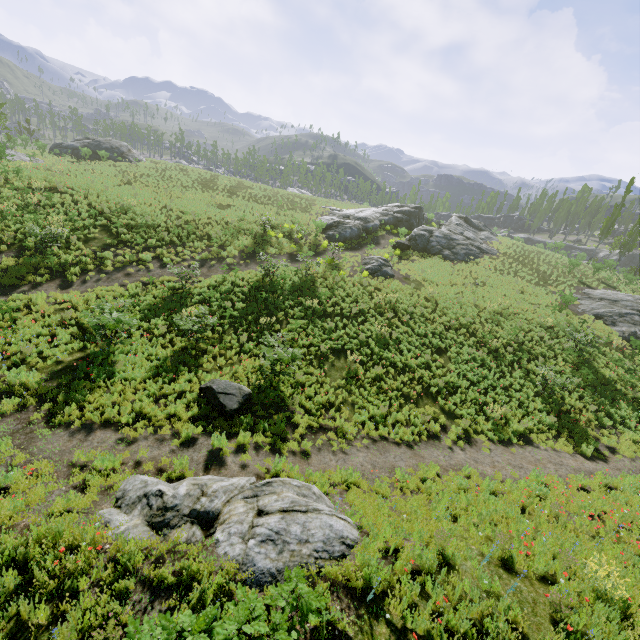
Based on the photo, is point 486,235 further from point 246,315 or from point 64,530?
point 64,530

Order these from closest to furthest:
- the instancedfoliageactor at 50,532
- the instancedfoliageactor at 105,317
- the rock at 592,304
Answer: the instancedfoliageactor at 50,532
the instancedfoliageactor at 105,317
the rock at 592,304

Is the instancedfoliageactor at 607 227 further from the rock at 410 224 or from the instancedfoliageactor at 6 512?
the rock at 410 224

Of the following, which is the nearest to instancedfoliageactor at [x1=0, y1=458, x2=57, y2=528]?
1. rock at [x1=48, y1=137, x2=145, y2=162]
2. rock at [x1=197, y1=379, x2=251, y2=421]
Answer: rock at [x1=197, y1=379, x2=251, y2=421]

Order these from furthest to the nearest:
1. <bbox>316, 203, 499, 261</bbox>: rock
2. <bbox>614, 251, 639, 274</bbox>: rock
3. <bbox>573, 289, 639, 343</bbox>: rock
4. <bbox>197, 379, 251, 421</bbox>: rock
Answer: <bbox>614, 251, 639, 274</bbox>: rock
<bbox>316, 203, 499, 261</bbox>: rock
<bbox>573, 289, 639, 343</bbox>: rock
<bbox>197, 379, 251, 421</bbox>: rock

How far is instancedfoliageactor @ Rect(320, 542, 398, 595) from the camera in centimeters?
580cm

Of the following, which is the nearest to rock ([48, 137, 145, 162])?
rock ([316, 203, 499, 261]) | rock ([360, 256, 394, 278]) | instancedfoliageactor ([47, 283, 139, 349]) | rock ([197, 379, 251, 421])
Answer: instancedfoliageactor ([47, 283, 139, 349])

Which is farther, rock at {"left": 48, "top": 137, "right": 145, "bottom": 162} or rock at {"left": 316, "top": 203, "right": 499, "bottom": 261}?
rock at {"left": 48, "top": 137, "right": 145, "bottom": 162}
